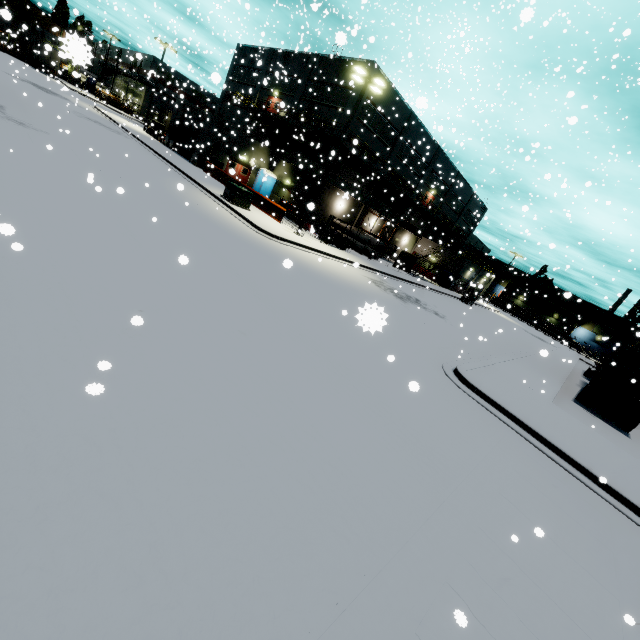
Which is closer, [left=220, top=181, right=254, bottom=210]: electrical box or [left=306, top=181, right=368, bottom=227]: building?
[left=220, top=181, right=254, bottom=210]: electrical box

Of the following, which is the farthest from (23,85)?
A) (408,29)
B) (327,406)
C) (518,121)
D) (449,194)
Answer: (518,121)

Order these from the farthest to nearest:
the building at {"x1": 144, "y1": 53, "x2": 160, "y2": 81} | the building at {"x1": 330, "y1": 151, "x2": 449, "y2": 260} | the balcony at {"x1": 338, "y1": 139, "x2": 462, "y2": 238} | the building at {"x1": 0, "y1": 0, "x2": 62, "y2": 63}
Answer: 1. the building at {"x1": 0, "y1": 0, "x2": 62, "y2": 63}
2. the building at {"x1": 330, "y1": 151, "x2": 449, "y2": 260}
3. the building at {"x1": 144, "y1": 53, "x2": 160, "y2": 81}
4. the balcony at {"x1": 338, "y1": 139, "x2": 462, "y2": 238}

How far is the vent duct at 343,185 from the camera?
30.7m

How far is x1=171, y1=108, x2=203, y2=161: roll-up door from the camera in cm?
3178

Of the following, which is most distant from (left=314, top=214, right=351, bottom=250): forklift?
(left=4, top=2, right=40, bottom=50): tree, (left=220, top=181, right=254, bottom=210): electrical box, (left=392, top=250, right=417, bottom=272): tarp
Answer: (left=4, top=2, right=40, bottom=50): tree

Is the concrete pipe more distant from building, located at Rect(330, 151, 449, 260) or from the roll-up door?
the roll-up door

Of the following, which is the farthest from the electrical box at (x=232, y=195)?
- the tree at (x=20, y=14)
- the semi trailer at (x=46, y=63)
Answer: the tree at (x=20, y=14)
